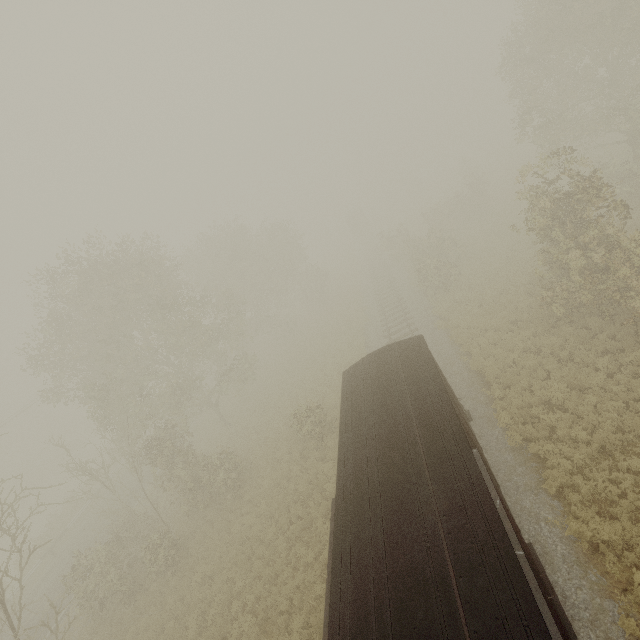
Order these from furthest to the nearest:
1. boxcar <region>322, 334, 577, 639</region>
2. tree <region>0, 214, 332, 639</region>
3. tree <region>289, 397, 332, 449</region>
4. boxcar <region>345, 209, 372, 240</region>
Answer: boxcar <region>345, 209, 372, 240</region> → tree <region>289, 397, 332, 449</region> → tree <region>0, 214, 332, 639</region> → boxcar <region>322, 334, 577, 639</region>

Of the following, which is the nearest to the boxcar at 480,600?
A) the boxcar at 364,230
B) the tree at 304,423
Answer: the tree at 304,423

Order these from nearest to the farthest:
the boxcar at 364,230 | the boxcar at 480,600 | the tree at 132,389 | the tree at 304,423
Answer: the boxcar at 480,600, the tree at 132,389, the tree at 304,423, the boxcar at 364,230

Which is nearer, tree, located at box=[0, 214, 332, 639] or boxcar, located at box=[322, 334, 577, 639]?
boxcar, located at box=[322, 334, 577, 639]

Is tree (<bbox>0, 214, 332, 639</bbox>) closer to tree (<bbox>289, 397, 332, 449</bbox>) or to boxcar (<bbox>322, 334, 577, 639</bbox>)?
tree (<bbox>289, 397, 332, 449</bbox>)

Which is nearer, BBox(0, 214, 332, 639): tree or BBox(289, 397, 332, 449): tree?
BBox(0, 214, 332, 639): tree

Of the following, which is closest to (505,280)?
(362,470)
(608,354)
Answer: (608,354)

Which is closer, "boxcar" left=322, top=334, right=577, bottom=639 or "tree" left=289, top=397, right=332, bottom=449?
"boxcar" left=322, top=334, right=577, bottom=639
